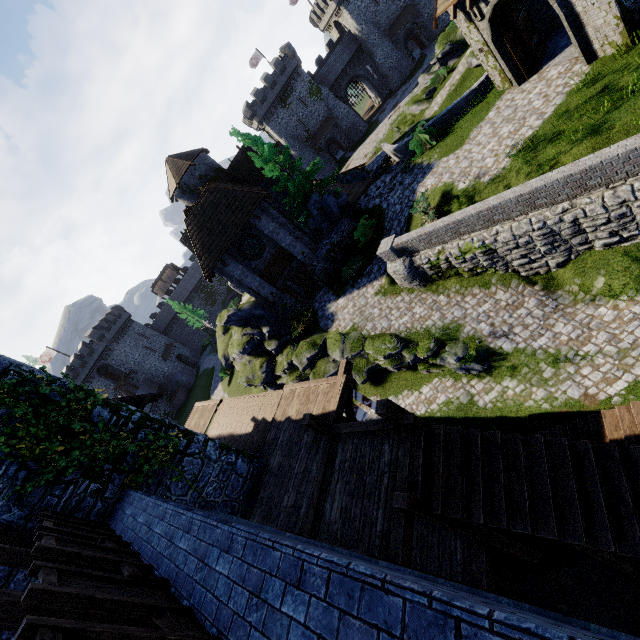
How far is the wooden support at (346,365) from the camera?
10.4m

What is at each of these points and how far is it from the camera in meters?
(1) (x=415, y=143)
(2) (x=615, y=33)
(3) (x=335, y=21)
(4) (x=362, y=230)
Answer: (1) bush, 19.2
(2) building, 10.7
(3) building, 52.9
(4) bush, 21.2

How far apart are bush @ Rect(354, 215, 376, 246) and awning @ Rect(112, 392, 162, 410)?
14.7 meters

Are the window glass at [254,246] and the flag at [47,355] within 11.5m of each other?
no

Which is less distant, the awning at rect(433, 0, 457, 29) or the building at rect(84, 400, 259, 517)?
the building at rect(84, 400, 259, 517)

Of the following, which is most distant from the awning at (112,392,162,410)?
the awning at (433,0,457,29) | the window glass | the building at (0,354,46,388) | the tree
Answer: the awning at (433,0,457,29)

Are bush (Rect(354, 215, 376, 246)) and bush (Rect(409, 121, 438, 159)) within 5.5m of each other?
yes

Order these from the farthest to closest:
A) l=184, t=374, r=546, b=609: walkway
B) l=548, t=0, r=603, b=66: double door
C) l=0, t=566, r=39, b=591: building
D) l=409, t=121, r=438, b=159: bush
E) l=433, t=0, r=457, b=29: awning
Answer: l=409, t=121, r=438, b=159: bush, l=433, t=0, r=457, b=29: awning, l=548, t=0, r=603, b=66: double door, l=0, t=566, r=39, b=591: building, l=184, t=374, r=546, b=609: walkway
